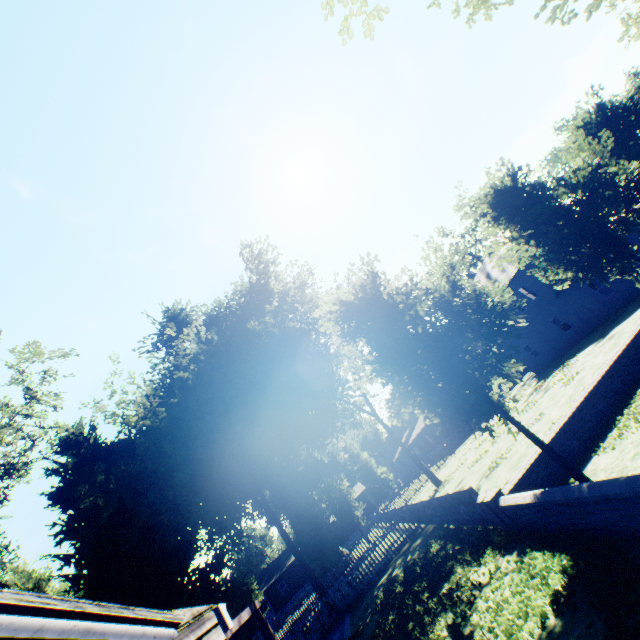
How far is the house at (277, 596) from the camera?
46.3m

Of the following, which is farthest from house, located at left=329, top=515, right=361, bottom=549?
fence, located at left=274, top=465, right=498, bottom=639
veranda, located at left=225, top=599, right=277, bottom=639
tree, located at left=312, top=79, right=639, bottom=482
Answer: veranda, located at left=225, top=599, right=277, bottom=639

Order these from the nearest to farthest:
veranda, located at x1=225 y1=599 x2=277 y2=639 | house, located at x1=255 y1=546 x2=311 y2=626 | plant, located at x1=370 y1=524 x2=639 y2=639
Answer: plant, located at x1=370 y1=524 x2=639 y2=639 < veranda, located at x1=225 y1=599 x2=277 y2=639 < house, located at x1=255 y1=546 x2=311 y2=626

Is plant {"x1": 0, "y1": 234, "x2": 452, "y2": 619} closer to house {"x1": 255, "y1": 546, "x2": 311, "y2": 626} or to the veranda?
house {"x1": 255, "y1": 546, "x2": 311, "y2": 626}

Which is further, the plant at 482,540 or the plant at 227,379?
the plant at 227,379

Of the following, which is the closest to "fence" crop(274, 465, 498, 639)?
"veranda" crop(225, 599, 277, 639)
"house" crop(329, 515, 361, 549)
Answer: "house" crop(329, 515, 361, 549)

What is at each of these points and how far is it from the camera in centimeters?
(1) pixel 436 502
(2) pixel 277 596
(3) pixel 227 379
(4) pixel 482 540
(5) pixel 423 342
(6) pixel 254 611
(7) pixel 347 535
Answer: (1) fence, 1321cm
(2) house, 4666cm
(3) plant, 2744cm
(4) plant, 948cm
(5) tree, 776cm
(6) veranda, 753cm
(7) house, 4997cm

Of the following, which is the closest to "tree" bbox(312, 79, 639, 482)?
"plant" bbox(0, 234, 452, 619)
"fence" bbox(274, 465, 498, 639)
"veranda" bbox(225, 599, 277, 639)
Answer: "fence" bbox(274, 465, 498, 639)
